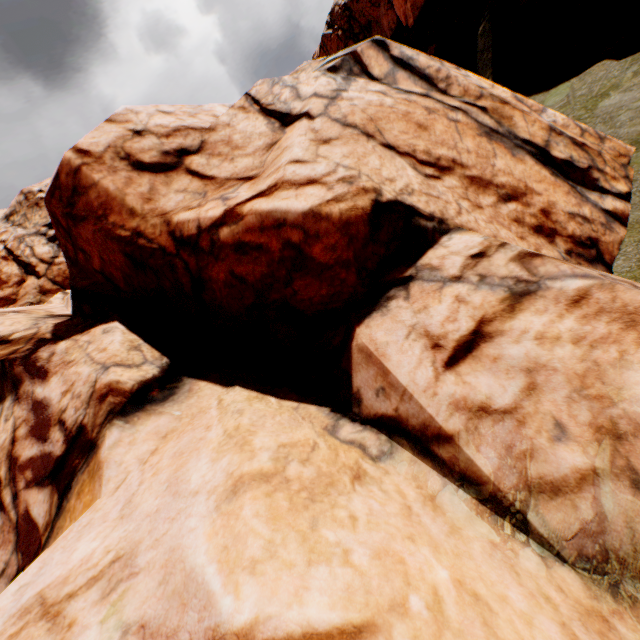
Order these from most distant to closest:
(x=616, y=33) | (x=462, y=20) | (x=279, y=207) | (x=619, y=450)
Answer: (x=462, y=20) → (x=616, y=33) → (x=279, y=207) → (x=619, y=450)
